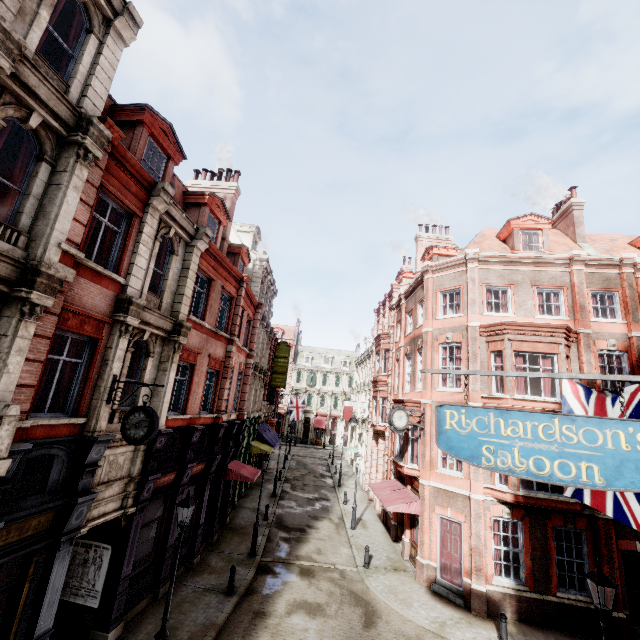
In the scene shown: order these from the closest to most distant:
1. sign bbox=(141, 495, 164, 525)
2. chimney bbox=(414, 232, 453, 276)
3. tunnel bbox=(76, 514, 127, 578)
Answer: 1. tunnel bbox=(76, 514, 127, 578)
2. sign bbox=(141, 495, 164, 525)
3. chimney bbox=(414, 232, 453, 276)

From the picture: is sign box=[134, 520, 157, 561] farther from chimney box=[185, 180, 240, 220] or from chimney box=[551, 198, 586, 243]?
chimney box=[551, 198, 586, 243]

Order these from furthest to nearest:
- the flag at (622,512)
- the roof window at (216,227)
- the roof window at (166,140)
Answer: the roof window at (216,227) < the roof window at (166,140) < the flag at (622,512)

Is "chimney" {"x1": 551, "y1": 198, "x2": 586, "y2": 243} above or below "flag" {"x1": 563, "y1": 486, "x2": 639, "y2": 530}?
above

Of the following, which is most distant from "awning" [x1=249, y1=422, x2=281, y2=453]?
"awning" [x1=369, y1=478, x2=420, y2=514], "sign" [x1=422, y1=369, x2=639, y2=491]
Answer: "sign" [x1=422, y1=369, x2=639, y2=491]

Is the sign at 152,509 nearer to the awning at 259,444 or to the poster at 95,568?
the poster at 95,568

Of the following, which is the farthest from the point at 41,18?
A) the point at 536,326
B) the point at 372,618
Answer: the point at 372,618

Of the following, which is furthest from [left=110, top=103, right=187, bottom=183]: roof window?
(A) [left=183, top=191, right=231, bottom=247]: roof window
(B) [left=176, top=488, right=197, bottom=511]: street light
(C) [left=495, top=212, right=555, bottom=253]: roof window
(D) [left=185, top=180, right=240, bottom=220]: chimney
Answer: (C) [left=495, top=212, right=555, bottom=253]: roof window
